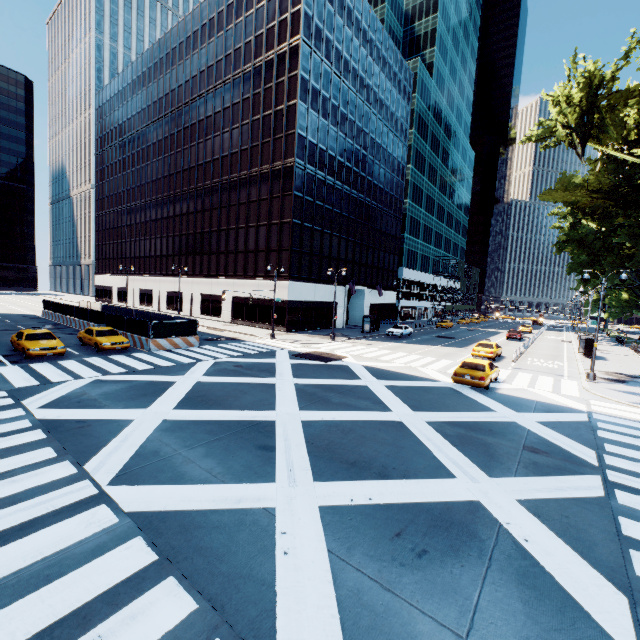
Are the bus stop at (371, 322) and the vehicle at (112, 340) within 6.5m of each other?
no

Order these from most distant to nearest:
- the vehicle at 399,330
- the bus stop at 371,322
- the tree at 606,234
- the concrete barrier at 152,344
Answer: the bus stop at 371,322 → the vehicle at 399,330 → the concrete barrier at 152,344 → the tree at 606,234

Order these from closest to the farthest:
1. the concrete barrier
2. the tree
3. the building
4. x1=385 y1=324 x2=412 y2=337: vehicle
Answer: the tree < the concrete barrier < the building < x1=385 y1=324 x2=412 y2=337: vehicle

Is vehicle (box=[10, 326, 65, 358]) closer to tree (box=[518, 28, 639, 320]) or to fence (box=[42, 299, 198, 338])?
fence (box=[42, 299, 198, 338])

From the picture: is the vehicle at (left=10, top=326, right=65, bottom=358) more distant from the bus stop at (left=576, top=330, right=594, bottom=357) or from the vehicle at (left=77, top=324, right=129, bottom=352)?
the bus stop at (left=576, top=330, right=594, bottom=357)

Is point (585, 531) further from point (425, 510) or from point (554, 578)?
point (425, 510)

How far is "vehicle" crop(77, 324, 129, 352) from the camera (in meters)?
21.65

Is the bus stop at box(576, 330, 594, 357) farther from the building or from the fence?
the fence
